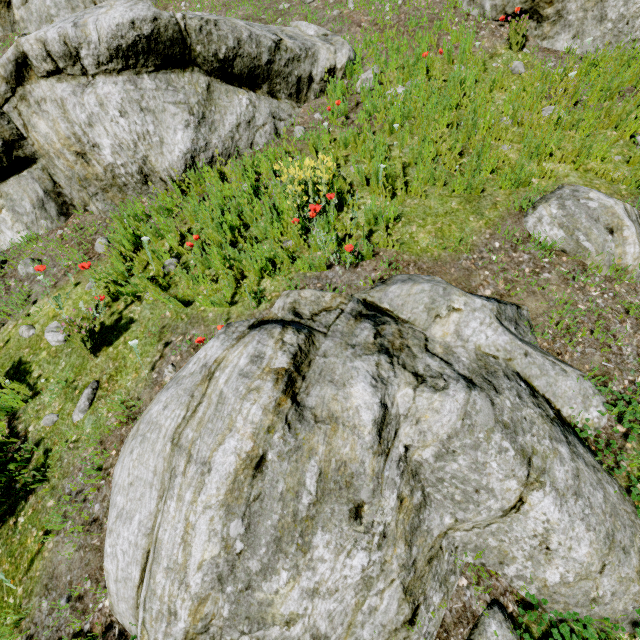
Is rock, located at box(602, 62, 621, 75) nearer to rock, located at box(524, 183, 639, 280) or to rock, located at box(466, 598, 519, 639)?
rock, located at box(524, 183, 639, 280)

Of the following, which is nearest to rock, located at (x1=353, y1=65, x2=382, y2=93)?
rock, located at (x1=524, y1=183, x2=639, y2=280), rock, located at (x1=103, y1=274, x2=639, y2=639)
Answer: rock, located at (x1=103, y1=274, x2=639, y2=639)

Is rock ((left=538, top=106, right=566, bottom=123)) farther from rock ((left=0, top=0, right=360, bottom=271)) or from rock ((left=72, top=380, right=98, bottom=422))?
rock ((left=72, top=380, right=98, bottom=422))

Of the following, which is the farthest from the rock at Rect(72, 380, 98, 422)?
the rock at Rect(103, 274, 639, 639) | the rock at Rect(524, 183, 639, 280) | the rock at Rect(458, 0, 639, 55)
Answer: the rock at Rect(458, 0, 639, 55)

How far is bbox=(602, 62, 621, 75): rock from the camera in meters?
4.3 m

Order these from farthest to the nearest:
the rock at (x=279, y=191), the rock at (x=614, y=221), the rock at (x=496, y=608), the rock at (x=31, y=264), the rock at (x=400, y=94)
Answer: the rock at (x=400, y=94) < the rock at (x=31, y=264) < the rock at (x=279, y=191) < the rock at (x=614, y=221) < the rock at (x=496, y=608)

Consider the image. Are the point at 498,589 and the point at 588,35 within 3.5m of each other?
no

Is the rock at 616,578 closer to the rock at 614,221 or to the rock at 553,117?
the rock at 614,221
